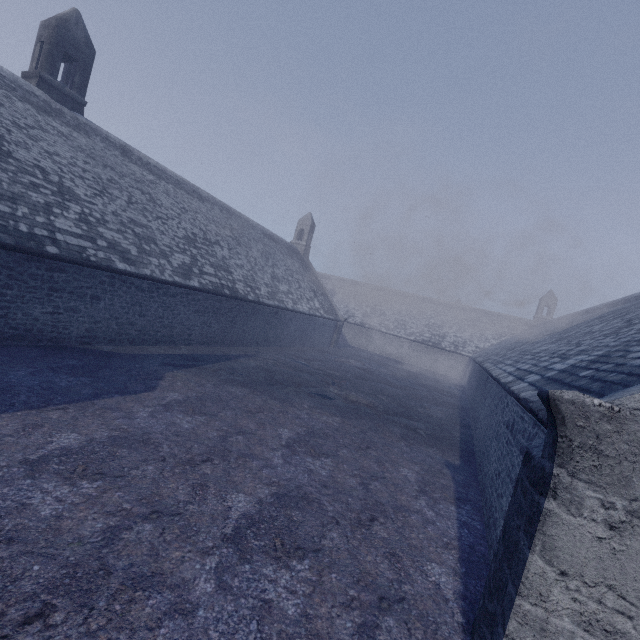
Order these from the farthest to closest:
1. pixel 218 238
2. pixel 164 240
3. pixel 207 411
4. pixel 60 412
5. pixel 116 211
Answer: pixel 218 238, pixel 164 240, pixel 116 211, pixel 207 411, pixel 60 412
